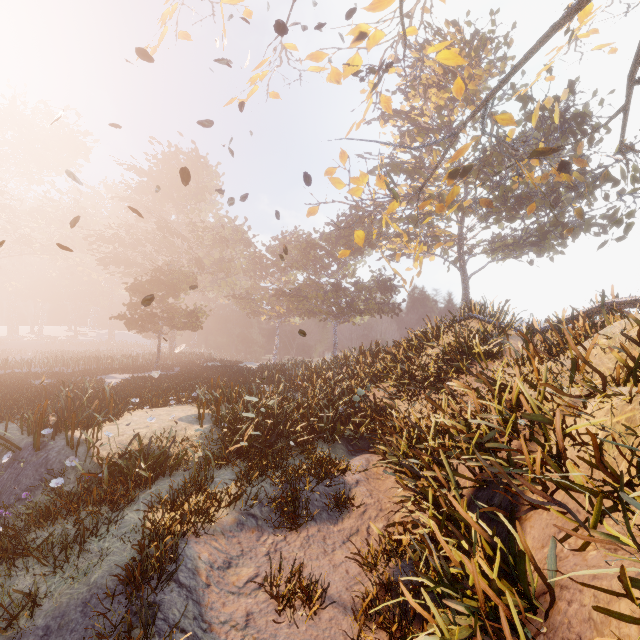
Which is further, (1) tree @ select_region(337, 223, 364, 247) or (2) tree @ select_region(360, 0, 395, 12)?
(1) tree @ select_region(337, 223, 364, 247)

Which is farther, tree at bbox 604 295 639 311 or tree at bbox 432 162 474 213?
tree at bbox 432 162 474 213

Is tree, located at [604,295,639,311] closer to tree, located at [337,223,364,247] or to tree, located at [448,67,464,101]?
tree, located at [448,67,464,101]

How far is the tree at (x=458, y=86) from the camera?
12.2 meters

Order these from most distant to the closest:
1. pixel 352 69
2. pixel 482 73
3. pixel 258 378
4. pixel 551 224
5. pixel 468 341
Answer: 1. pixel 482 73
2. pixel 551 224
3. pixel 258 378
4. pixel 352 69
5. pixel 468 341

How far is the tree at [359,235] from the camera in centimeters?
1335cm

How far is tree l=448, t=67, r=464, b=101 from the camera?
12.22m
